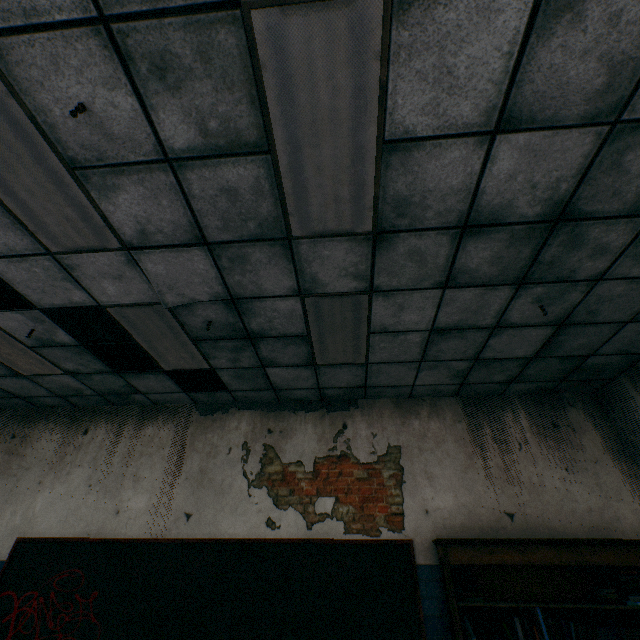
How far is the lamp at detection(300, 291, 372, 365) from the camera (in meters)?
3.08

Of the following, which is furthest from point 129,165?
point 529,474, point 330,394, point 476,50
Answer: point 529,474

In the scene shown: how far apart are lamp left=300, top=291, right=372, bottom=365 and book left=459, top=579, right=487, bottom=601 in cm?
247

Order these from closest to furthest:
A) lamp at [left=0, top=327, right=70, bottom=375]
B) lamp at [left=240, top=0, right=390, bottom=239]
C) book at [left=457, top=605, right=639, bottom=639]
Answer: lamp at [left=240, top=0, right=390, bottom=239] < book at [left=457, top=605, right=639, bottom=639] < lamp at [left=0, top=327, right=70, bottom=375]

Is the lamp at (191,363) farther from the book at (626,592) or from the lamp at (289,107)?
the book at (626,592)

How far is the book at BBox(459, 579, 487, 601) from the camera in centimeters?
321cm

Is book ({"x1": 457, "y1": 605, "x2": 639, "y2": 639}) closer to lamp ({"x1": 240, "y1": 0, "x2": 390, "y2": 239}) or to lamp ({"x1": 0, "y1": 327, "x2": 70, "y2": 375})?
lamp ({"x1": 240, "y1": 0, "x2": 390, "y2": 239})

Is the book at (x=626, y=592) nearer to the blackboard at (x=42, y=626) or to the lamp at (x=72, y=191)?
the blackboard at (x=42, y=626)
